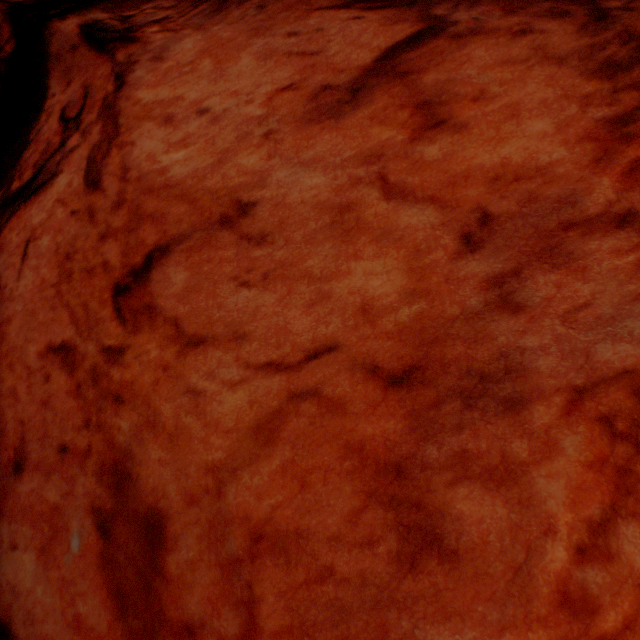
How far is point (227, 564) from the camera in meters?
1.8 m
